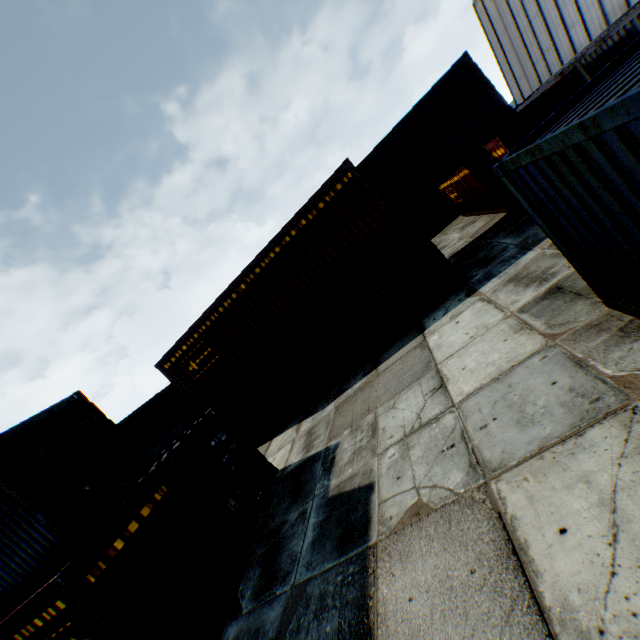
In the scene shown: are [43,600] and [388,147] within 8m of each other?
no
